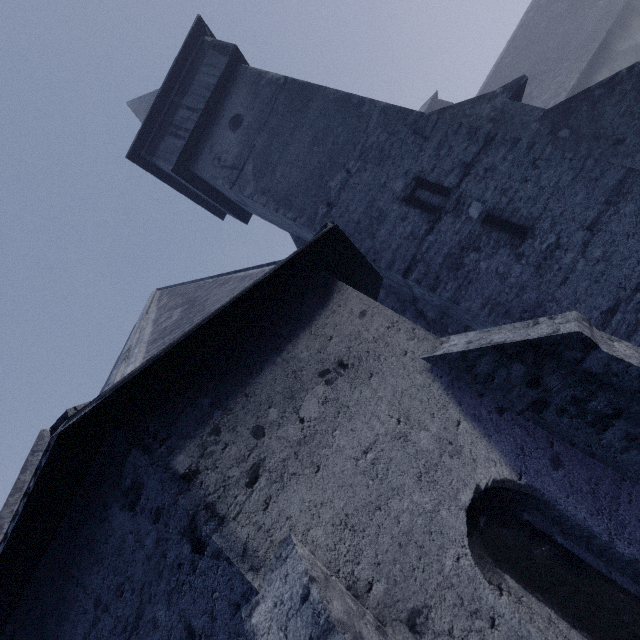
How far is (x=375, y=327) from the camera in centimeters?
434cm
